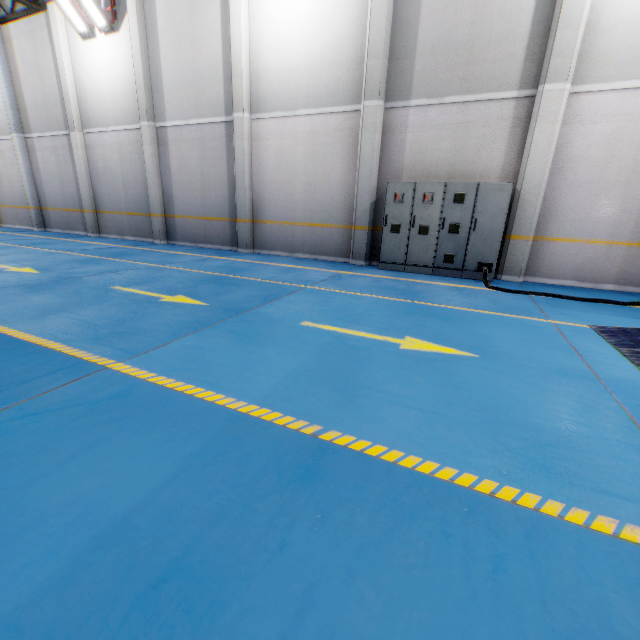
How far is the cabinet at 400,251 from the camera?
7.31m

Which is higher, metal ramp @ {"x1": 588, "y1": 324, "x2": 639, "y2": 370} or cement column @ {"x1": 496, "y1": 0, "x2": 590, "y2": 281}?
cement column @ {"x1": 496, "y1": 0, "x2": 590, "y2": 281}

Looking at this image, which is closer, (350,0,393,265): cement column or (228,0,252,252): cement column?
(350,0,393,265): cement column

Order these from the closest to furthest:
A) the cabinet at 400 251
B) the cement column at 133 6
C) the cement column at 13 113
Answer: the cabinet at 400 251
the cement column at 133 6
the cement column at 13 113

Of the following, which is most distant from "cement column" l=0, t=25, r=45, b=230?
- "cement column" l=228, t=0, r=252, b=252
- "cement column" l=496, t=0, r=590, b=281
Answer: "cement column" l=496, t=0, r=590, b=281

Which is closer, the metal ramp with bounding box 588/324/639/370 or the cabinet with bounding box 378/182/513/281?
the metal ramp with bounding box 588/324/639/370

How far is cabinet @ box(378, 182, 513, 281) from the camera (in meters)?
7.31

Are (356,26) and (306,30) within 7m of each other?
yes
